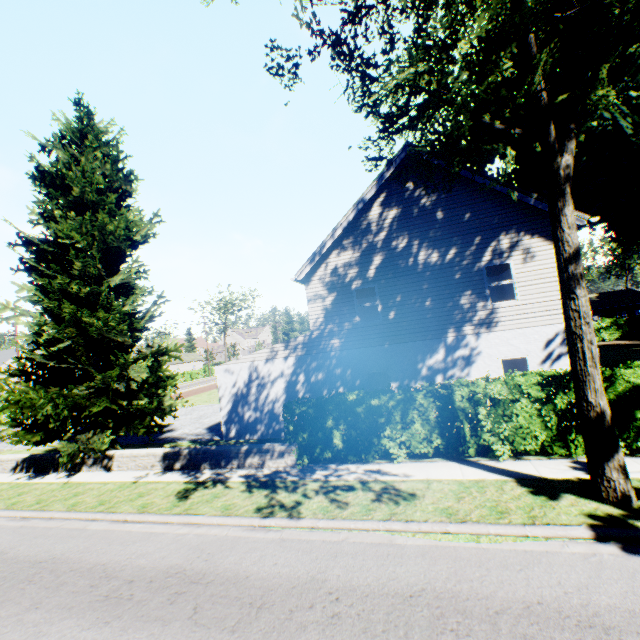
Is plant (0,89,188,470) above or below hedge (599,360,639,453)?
above

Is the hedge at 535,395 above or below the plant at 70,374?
below

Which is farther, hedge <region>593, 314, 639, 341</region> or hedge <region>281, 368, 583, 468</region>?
hedge <region>593, 314, 639, 341</region>

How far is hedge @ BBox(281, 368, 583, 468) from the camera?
8.7 meters

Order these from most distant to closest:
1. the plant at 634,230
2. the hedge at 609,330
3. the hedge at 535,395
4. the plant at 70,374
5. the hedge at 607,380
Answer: the hedge at 609,330 < the plant at 70,374 < the hedge at 535,395 < the hedge at 607,380 < the plant at 634,230

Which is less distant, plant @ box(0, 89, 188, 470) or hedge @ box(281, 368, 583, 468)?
hedge @ box(281, 368, 583, 468)

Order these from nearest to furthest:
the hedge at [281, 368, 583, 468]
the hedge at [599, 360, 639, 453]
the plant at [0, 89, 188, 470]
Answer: the hedge at [599, 360, 639, 453] → the hedge at [281, 368, 583, 468] → the plant at [0, 89, 188, 470]

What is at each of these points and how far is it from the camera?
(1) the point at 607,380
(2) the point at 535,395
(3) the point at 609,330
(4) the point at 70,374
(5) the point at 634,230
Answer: (1) hedge, 8.30m
(2) hedge, 8.66m
(3) hedge, 33.38m
(4) plant, 13.34m
(5) plant, 15.70m
